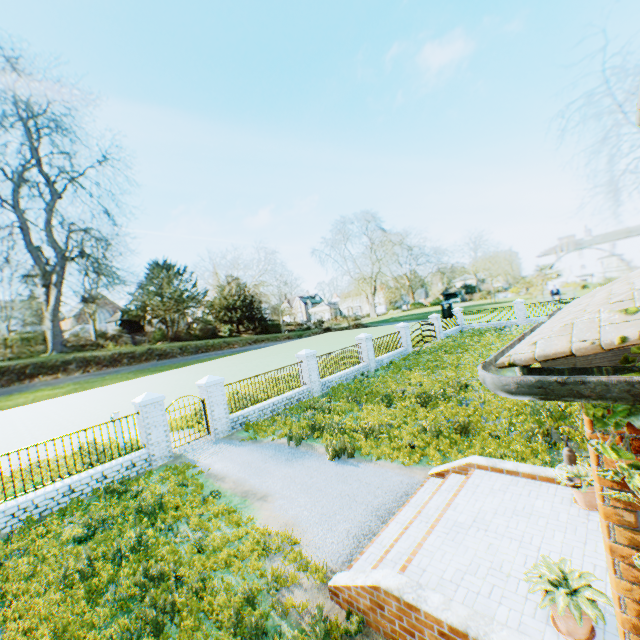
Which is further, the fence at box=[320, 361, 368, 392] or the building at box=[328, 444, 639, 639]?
the fence at box=[320, 361, 368, 392]

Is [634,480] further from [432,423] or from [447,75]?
[447,75]

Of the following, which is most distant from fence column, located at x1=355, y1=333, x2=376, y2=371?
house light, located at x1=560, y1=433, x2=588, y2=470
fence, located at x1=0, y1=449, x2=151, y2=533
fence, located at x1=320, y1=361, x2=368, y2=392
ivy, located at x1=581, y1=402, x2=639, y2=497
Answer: ivy, located at x1=581, y1=402, x2=639, y2=497

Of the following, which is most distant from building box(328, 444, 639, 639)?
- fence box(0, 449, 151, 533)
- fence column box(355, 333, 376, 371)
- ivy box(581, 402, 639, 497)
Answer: fence column box(355, 333, 376, 371)

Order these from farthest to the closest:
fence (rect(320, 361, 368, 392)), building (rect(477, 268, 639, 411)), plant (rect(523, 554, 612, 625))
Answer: fence (rect(320, 361, 368, 392)) < plant (rect(523, 554, 612, 625)) < building (rect(477, 268, 639, 411))

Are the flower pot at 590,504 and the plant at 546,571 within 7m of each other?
yes

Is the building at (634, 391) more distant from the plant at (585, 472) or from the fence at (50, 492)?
the fence at (50, 492)

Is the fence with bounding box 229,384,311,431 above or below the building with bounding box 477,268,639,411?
below
